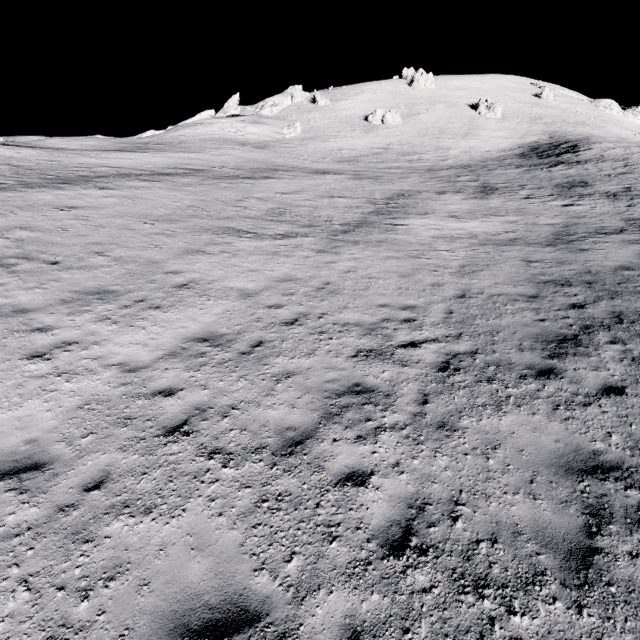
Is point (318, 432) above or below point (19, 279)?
below
